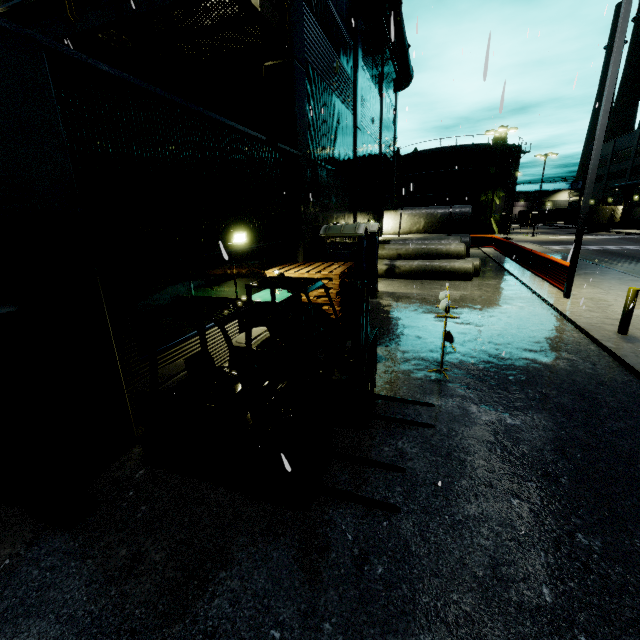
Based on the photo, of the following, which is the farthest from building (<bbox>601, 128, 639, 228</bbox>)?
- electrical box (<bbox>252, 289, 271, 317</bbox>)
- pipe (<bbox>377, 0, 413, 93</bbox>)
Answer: electrical box (<bbox>252, 289, 271, 317</bbox>)

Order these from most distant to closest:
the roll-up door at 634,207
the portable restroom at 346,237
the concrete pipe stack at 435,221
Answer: the roll-up door at 634,207
the concrete pipe stack at 435,221
the portable restroom at 346,237

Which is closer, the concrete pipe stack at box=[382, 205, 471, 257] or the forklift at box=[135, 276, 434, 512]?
the forklift at box=[135, 276, 434, 512]

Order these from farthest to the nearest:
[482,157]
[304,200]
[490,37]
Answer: [482,157], [304,200], [490,37]

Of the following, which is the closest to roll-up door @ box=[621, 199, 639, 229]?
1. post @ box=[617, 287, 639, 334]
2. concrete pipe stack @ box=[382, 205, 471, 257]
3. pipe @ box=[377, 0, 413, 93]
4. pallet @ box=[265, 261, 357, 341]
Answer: pipe @ box=[377, 0, 413, 93]

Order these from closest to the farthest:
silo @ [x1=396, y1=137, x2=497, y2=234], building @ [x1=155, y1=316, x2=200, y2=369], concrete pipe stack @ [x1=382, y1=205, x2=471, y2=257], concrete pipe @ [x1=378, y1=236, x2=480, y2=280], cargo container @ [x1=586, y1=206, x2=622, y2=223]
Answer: building @ [x1=155, y1=316, x2=200, y2=369], concrete pipe @ [x1=378, y1=236, x2=480, y2=280], concrete pipe stack @ [x1=382, y1=205, x2=471, y2=257], silo @ [x1=396, y1=137, x2=497, y2=234], cargo container @ [x1=586, y1=206, x2=622, y2=223]

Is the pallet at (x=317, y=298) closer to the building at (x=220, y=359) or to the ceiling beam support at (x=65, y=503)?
the building at (x=220, y=359)

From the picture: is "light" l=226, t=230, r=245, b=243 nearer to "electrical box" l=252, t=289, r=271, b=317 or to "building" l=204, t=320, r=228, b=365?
"building" l=204, t=320, r=228, b=365
